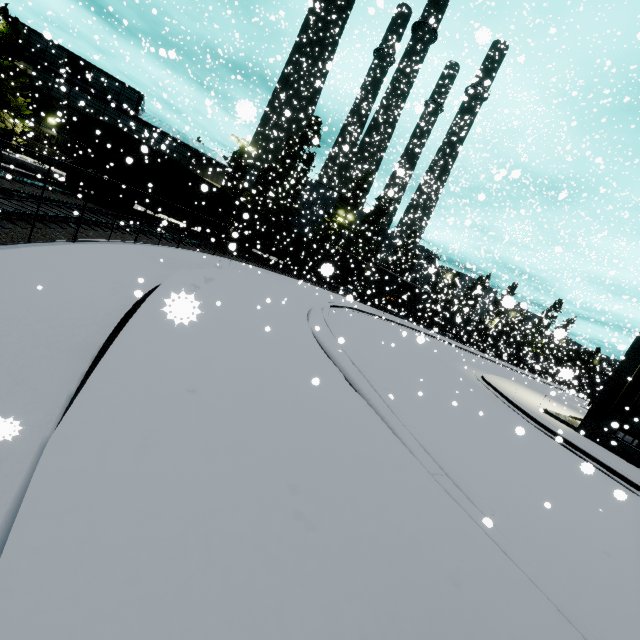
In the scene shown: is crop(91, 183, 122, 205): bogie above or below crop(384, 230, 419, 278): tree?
below

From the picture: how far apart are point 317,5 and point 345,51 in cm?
3331

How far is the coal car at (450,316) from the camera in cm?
3894

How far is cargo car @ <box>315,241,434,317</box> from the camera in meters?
39.1

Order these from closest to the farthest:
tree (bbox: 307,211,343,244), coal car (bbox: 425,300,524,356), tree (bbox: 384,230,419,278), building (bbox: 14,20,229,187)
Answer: building (bbox: 14,20,229,187) → coal car (bbox: 425,300,524,356) → tree (bbox: 307,211,343,244) → tree (bbox: 384,230,419,278)

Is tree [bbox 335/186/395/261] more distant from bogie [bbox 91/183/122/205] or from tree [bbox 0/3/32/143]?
bogie [bbox 91/183/122/205]

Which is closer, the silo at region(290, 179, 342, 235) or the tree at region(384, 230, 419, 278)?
the tree at region(384, 230, 419, 278)

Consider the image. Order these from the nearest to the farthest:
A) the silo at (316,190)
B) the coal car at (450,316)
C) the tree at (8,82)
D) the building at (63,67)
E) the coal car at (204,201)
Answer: the coal car at (204,201) < the tree at (8,82) < the building at (63,67) < the coal car at (450,316) < the silo at (316,190)
